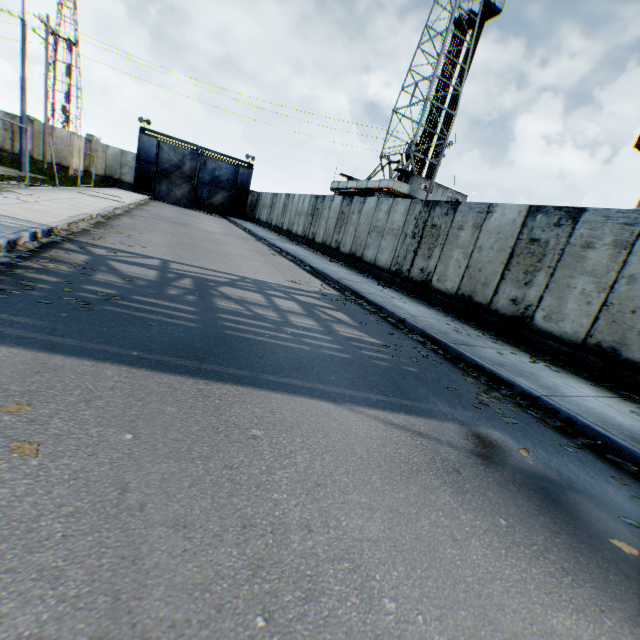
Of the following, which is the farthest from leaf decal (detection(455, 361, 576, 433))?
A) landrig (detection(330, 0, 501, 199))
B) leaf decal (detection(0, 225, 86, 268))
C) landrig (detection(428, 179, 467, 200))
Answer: landrig (detection(330, 0, 501, 199))

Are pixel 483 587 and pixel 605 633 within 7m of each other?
yes

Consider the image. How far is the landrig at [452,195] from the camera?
30.0m

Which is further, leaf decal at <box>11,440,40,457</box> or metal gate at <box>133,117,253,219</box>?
metal gate at <box>133,117,253,219</box>

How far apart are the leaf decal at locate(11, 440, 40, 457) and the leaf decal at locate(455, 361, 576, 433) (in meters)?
4.60

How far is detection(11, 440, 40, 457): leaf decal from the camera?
1.9 meters

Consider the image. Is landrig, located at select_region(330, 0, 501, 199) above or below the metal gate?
above

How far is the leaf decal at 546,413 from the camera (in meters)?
4.43
